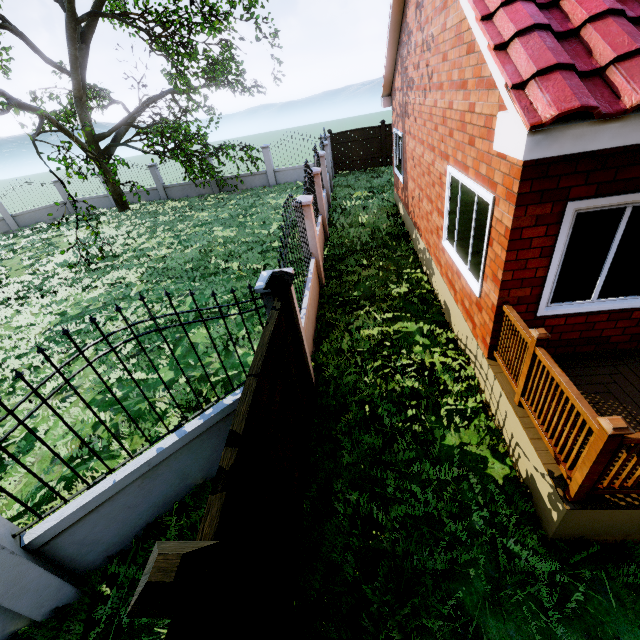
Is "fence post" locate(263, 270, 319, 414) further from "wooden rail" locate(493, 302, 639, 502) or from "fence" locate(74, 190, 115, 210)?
"wooden rail" locate(493, 302, 639, 502)

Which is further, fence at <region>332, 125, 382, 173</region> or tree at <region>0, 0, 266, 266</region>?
fence at <region>332, 125, 382, 173</region>

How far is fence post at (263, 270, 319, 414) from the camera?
3.6m

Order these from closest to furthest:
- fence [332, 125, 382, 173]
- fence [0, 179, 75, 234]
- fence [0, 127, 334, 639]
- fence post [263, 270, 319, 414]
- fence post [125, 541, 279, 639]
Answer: fence post [125, 541, 279, 639] → fence [0, 127, 334, 639] → fence post [263, 270, 319, 414] → fence [332, 125, 382, 173] → fence [0, 179, 75, 234]

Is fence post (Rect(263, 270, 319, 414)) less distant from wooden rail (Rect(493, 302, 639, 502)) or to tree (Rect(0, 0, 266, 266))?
wooden rail (Rect(493, 302, 639, 502))

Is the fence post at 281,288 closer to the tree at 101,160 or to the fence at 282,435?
the fence at 282,435

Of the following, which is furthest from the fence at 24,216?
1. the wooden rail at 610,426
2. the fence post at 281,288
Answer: the wooden rail at 610,426

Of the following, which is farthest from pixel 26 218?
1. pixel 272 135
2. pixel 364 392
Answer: pixel 272 135
